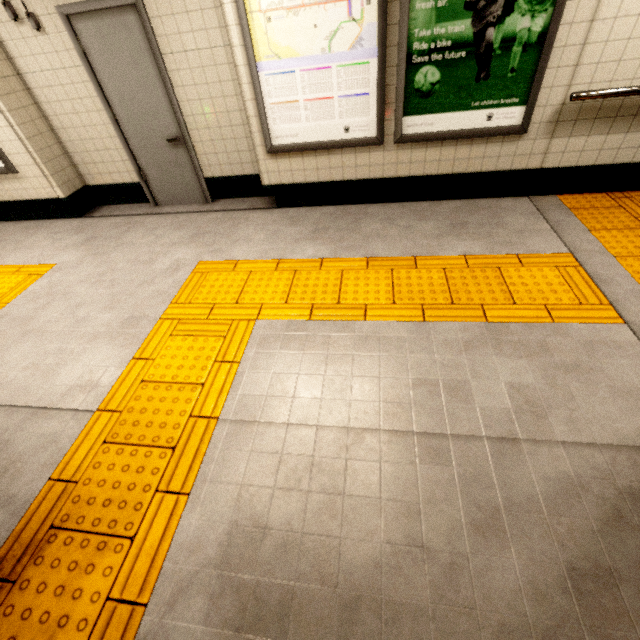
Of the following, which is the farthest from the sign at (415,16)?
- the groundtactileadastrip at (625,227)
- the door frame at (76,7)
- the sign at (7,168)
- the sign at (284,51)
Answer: the sign at (7,168)

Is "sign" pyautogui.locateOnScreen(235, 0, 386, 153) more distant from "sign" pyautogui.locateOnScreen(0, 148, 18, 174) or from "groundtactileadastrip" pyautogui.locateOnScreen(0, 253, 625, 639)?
"sign" pyautogui.locateOnScreen(0, 148, 18, 174)

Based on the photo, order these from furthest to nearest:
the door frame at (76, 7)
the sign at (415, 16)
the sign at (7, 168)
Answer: the sign at (7, 168) → the door frame at (76, 7) → the sign at (415, 16)

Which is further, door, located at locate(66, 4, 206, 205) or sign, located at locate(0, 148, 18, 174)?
sign, located at locate(0, 148, 18, 174)

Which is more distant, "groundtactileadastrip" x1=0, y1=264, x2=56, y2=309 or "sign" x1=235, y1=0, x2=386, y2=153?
"groundtactileadastrip" x1=0, y1=264, x2=56, y2=309

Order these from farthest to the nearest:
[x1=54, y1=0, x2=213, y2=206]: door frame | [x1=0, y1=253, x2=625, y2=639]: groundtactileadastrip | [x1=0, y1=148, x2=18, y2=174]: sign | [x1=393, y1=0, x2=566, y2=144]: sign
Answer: [x1=0, y1=148, x2=18, y2=174]: sign < [x1=54, y1=0, x2=213, y2=206]: door frame < [x1=393, y1=0, x2=566, y2=144]: sign < [x1=0, y1=253, x2=625, y2=639]: groundtactileadastrip

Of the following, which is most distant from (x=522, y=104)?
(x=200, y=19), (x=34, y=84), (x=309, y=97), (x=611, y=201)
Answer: (x=34, y=84)

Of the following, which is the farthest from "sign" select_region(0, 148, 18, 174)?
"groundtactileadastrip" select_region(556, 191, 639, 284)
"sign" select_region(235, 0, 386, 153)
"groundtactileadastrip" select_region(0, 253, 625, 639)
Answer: "groundtactileadastrip" select_region(556, 191, 639, 284)
